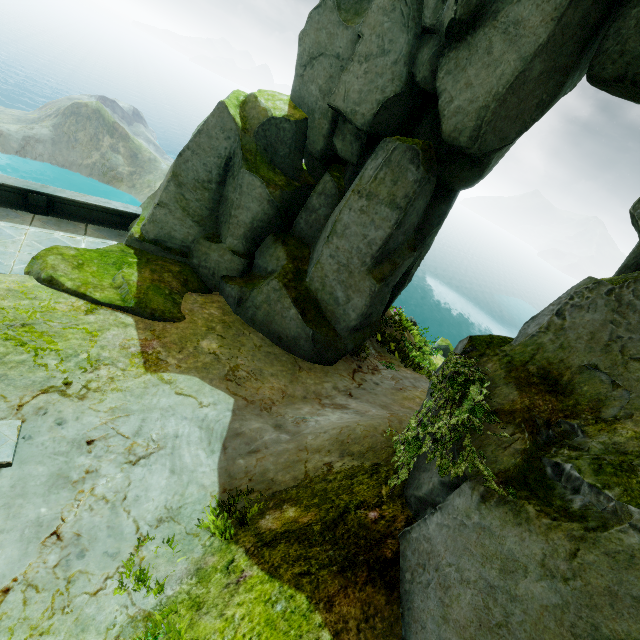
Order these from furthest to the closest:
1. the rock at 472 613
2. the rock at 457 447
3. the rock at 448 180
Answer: the rock at 448 180, the rock at 457 447, the rock at 472 613

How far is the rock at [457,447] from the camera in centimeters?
402cm

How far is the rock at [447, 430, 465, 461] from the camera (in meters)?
4.02

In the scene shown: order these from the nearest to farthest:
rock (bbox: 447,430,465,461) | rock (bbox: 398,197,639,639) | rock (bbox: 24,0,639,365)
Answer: rock (bbox: 398,197,639,639) < rock (bbox: 447,430,465,461) < rock (bbox: 24,0,639,365)

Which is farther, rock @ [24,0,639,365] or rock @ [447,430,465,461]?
rock @ [24,0,639,365]

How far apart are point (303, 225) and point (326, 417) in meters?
6.9 m

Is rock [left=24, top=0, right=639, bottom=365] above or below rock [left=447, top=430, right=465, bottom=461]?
below
